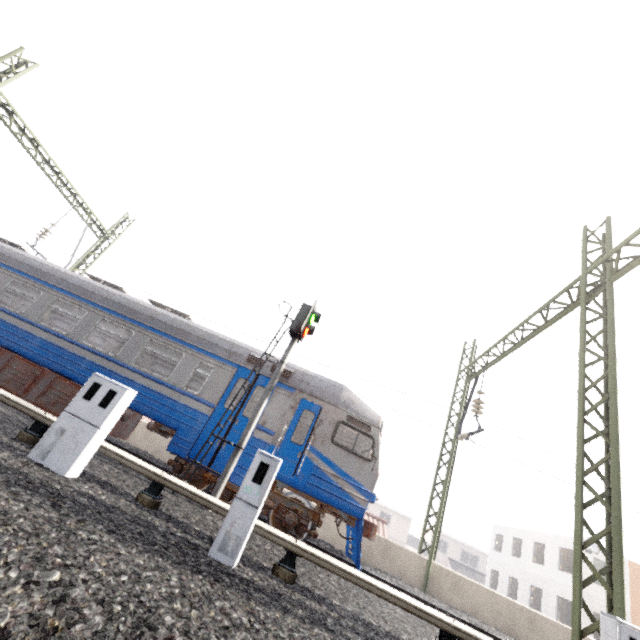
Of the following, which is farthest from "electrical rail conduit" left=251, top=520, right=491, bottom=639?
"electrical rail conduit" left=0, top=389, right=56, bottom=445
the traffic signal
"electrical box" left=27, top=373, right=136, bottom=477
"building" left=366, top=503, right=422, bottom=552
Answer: "building" left=366, top=503, right=422, bottom=552

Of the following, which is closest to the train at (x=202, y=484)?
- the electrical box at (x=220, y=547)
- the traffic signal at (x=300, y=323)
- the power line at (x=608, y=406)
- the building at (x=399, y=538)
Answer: the traffic signal at (x=300, y=323)

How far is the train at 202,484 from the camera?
8.45m

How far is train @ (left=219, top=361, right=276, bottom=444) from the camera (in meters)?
8.86

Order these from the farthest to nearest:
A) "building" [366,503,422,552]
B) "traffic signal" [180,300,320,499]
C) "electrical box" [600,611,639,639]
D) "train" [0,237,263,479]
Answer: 1. "building" [366,503,422,552]
2. "train" [0,237,263,479]
3. "traffic signal" [180,300,320,499]
4. "electrical box" [600,611,639,639]

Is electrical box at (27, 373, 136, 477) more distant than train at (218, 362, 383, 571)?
No

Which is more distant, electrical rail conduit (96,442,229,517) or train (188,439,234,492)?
train (188,439,234,492)

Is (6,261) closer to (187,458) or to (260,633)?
(187,458)
